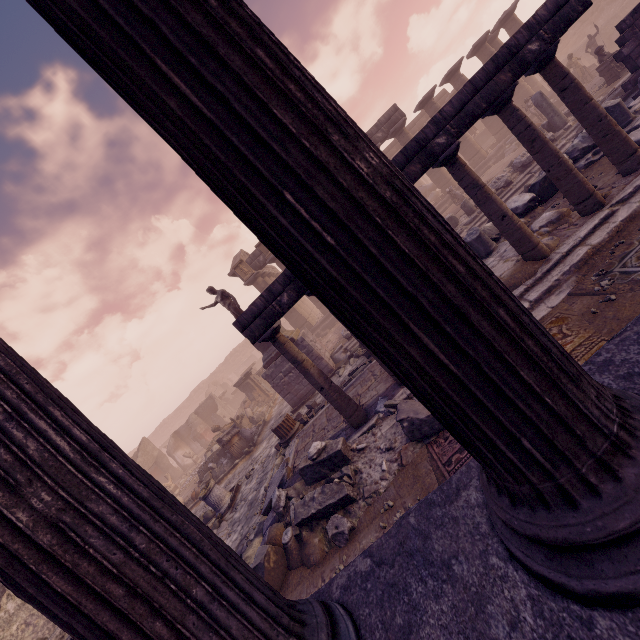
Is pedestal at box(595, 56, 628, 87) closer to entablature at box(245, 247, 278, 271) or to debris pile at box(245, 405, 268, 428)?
entablature at box(245, 247, 278, 271)

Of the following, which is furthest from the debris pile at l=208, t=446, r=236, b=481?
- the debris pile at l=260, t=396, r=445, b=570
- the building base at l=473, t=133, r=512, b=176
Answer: the debris pile at l=260, t=396, r=445, b=570

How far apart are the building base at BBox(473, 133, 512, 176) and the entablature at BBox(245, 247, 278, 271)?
5.29m

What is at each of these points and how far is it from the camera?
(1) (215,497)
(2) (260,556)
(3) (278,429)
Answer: (1) column base, 10.2m
(2) building debris, 4.9m
(3) column base, 9.5m

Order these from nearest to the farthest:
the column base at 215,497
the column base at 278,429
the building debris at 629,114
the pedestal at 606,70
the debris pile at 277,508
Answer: the debris pile at 277,508 → the building debris at 629,114 → the column base at 278,429 → the column base at 215,497 → the pedestal at 606,70

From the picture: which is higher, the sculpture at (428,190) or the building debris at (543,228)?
the sculpture at (428,190)

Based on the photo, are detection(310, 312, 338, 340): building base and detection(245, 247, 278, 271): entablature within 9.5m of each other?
yes

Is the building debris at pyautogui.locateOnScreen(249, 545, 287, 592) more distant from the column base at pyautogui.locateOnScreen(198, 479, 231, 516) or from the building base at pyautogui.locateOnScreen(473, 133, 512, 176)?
the building base at pyautogui.locateOnScreen(473, 133, 512, 176)
